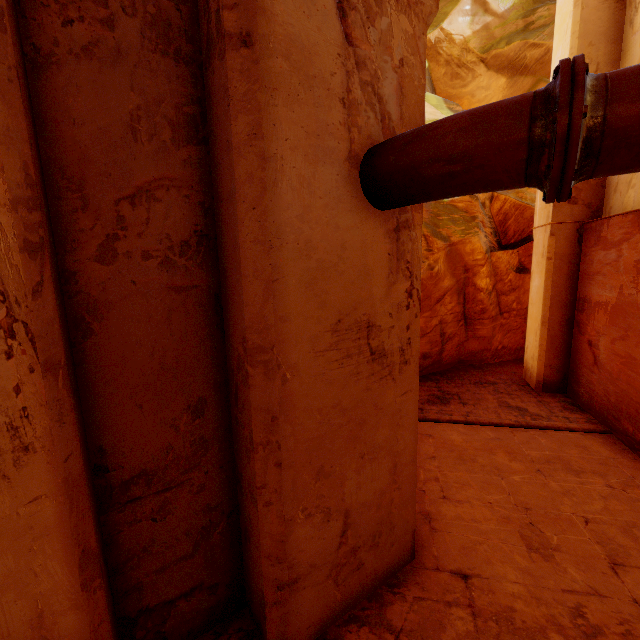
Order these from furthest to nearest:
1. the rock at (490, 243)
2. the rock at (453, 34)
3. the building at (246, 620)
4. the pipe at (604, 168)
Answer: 1. the rock at (453, 34)
2. the rock at (490, 243)
3. the building at (246, 620)
4. the pipe at (604, 168)

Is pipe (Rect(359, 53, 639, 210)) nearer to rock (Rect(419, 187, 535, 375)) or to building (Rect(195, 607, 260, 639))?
building (Rect(195, 607, 260, 639))

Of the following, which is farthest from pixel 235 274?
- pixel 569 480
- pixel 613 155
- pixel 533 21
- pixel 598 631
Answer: pixel 533 21

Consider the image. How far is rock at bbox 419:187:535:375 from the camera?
9.2m

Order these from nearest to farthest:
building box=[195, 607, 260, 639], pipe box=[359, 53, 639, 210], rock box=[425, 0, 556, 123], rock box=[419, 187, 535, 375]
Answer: pipe box=[359, 53, 639, 210]
building box=[195, 607, 260, 639]
rock box=[419, 187, 535, 375]
rock box=[425, 0, 556, 123]

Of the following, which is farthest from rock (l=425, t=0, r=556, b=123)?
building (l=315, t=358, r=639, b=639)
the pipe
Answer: the pipe

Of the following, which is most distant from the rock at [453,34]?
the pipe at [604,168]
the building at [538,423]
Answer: the pipe at [604,168]
